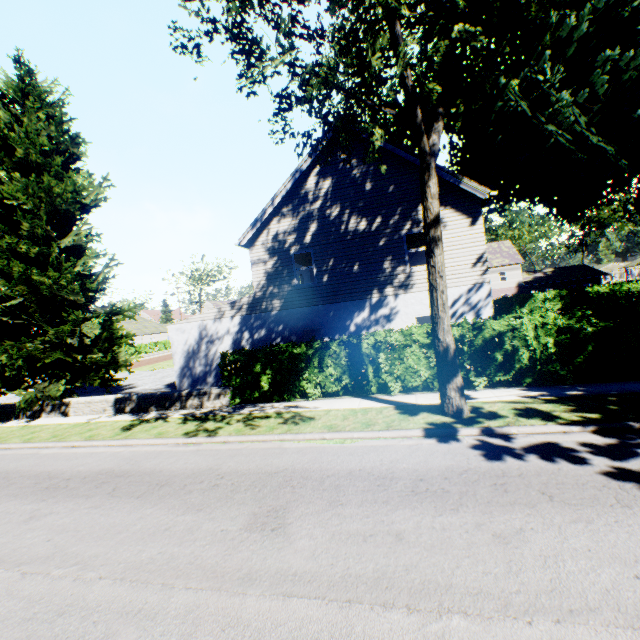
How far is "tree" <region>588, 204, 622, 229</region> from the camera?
53.2 meters

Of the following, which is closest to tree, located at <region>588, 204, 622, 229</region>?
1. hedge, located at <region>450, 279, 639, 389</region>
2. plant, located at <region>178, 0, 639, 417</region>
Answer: plant, located at <region>178, 0, 639, 417</region>

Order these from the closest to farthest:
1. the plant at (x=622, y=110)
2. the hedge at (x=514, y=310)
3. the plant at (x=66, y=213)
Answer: the plant at (x=622, y=110), the hedge at (x=514, y=310), the plant at (x=66, y=213)

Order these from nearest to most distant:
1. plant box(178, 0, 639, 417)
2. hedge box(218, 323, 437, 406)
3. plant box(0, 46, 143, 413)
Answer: plant box(178, 0, 639, 417) < hedge box(218, 323, 437, 406) < plant box(0, 46, 143, 413)

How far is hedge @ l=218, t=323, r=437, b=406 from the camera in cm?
1059

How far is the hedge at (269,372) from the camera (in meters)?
10.59

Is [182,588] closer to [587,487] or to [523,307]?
[587,487]
